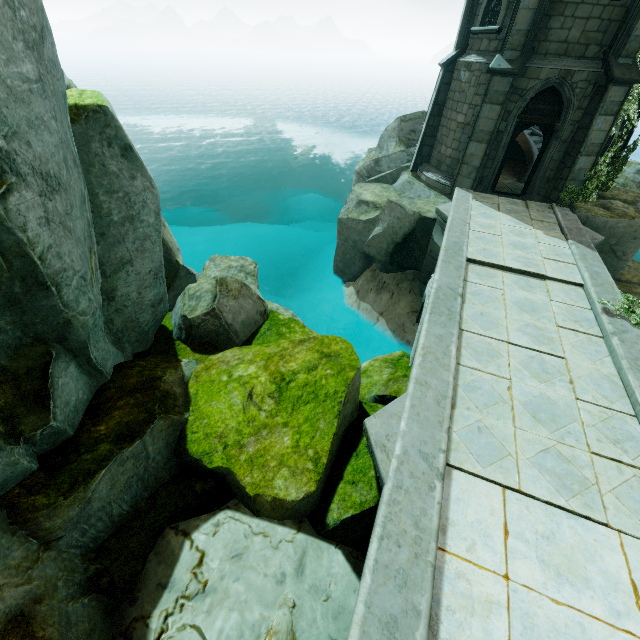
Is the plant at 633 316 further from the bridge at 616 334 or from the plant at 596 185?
the plant at 596 185

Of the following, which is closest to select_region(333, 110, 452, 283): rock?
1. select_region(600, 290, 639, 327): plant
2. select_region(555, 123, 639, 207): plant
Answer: select_region(555, 123, 639, 207): plant

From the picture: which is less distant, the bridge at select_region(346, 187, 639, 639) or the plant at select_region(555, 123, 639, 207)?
the bridge at select_region(346, 187, 639, 639)

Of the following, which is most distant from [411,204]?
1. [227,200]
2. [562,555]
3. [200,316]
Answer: [227,200]

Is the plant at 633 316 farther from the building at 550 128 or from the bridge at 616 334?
the building at 550 128

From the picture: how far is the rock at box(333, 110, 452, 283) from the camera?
12.6m

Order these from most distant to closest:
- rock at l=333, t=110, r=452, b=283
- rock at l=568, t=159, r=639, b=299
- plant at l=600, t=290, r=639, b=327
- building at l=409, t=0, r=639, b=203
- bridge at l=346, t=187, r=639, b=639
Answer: rock at l=333, t=110, r=452, b=283
rock at l=568, t=159, r=639, b=299
building at l=409, t=0, r=639, b=203
plant at l=600, t=290, r=639, b=327
bridge at l=346, t=187, r=639, b=639
